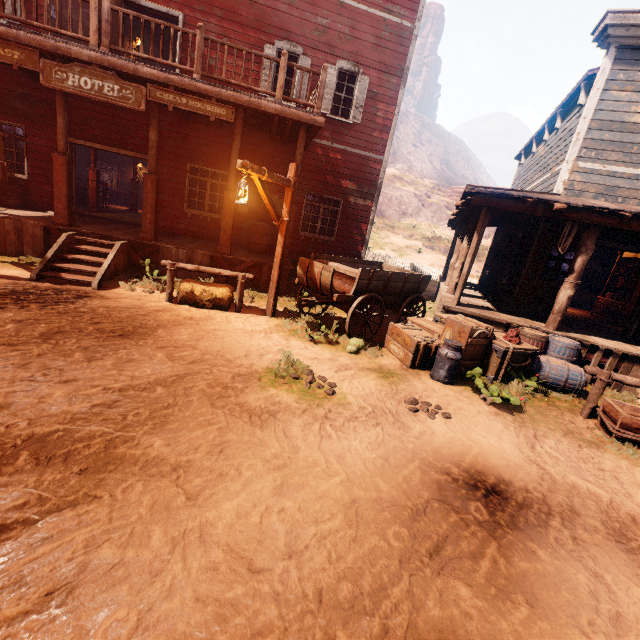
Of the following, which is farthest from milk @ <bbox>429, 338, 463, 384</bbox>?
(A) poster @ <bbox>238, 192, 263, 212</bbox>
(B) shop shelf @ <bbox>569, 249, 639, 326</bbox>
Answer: (B) shop shelf @ <bbox>569, 249, 639, 326</bbox>

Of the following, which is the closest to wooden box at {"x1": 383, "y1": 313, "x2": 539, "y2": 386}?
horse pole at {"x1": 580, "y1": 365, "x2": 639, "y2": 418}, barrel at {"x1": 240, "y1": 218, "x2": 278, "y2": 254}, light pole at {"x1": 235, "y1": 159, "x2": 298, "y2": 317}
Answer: horse pole at {"x1": 580, "y1": 365, "x2": 639, "y2": 418}

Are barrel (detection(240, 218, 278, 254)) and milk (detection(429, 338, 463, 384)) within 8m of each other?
yes

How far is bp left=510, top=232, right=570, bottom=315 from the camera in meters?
8.1 m

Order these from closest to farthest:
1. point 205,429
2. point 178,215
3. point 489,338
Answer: point 205,429, point 489,338, point 178,215

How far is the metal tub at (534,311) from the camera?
8.4m

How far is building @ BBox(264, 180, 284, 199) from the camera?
11.2 meters

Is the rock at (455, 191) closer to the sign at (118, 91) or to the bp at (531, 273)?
the bp at (531, 273)
